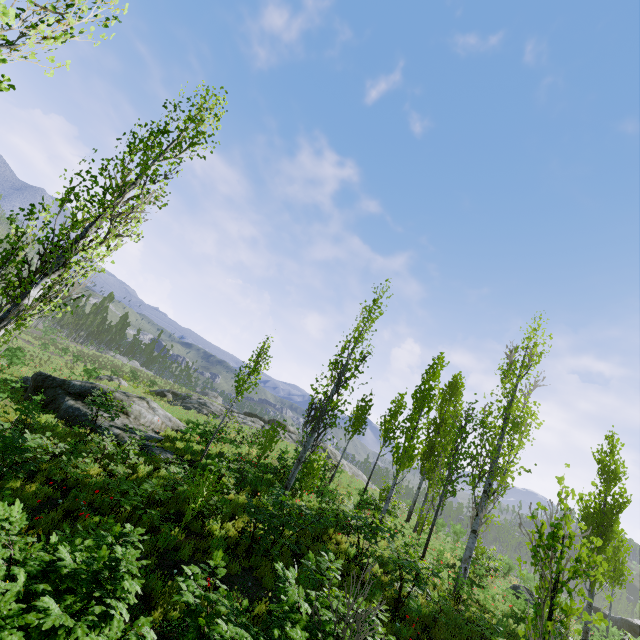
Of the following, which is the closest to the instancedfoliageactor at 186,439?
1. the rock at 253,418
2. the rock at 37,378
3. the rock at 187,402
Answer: the rock at 253,418

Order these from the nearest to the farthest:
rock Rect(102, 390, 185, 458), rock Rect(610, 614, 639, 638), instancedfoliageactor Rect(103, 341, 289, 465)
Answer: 1. rock Rect(102, 390, 185, 458)
2. instancedfoliageactor Rect(103, 341, 289, 465)
3. rock Rect(610, 614, 639, 638)

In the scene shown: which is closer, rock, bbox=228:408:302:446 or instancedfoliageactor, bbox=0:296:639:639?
instancedfoliageactor, bbox=0:296:639:639

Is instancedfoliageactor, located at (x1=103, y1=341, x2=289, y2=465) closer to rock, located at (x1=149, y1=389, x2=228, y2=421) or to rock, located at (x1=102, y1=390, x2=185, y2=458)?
rock, located at (x1=102, y1=390, x2=185, y2=458)

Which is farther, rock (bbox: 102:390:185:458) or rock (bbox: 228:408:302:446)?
rock (bbox: 228:408:302:446)

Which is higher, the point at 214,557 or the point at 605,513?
the point at 605,513

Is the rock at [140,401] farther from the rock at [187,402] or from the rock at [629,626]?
the rock at [629,626]

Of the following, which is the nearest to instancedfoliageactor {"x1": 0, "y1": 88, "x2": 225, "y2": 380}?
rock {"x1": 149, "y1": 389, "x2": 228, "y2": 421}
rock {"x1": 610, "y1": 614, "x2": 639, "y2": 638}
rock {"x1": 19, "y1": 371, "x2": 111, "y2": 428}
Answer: rock {"x1": 19, "y1": 371, "x2": 111, "y2": 428}
